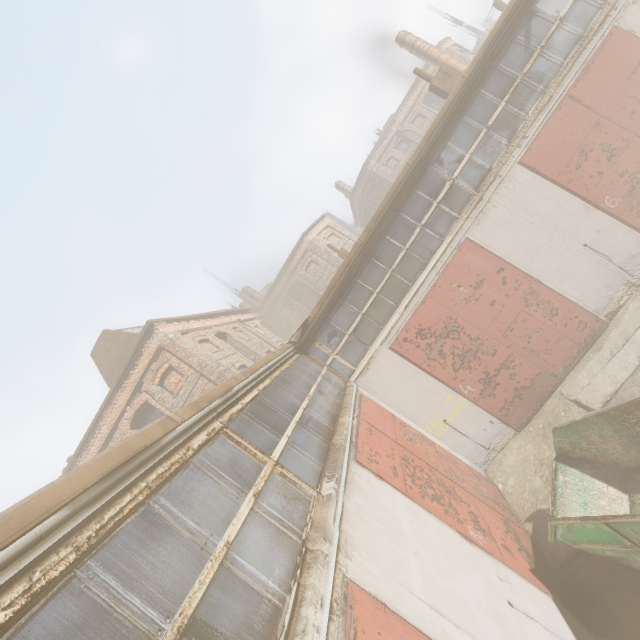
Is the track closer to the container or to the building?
the container

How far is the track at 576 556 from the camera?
5.6m

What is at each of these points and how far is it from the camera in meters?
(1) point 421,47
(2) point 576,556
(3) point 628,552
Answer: (1) building, 19.8 m
(2) track, 5.7 m
(3) container, 4.5 m

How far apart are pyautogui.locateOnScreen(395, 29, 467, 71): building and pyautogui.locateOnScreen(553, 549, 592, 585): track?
22.53m

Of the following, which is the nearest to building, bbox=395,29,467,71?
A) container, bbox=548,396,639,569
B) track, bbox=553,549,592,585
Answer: container, bbox=548,396,639,569

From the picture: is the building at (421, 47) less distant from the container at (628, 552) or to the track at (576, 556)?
the container at (628, 552)
